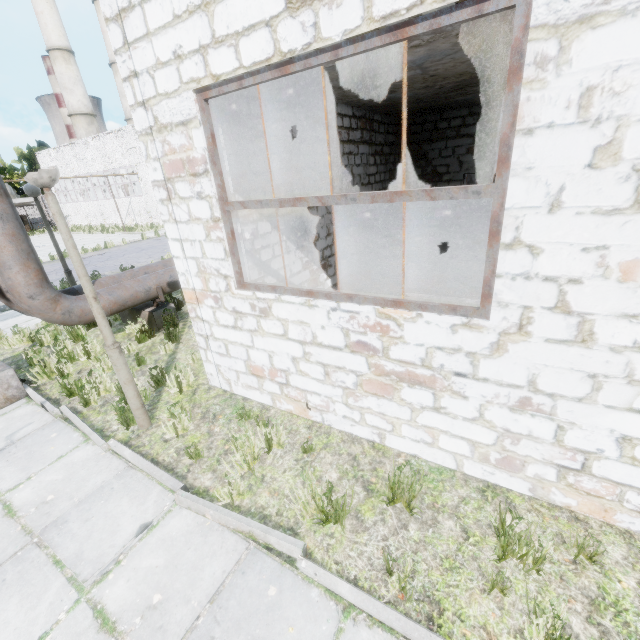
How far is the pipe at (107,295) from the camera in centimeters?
661cm

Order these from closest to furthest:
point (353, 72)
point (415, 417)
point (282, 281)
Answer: point (415, 417) < point (353, 72) < point (282, 281)

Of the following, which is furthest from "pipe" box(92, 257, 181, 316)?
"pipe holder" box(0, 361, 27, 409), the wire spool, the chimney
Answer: the chimney

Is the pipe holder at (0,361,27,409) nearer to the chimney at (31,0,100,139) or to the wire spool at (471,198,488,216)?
the wire spool at (471,198,488,216)

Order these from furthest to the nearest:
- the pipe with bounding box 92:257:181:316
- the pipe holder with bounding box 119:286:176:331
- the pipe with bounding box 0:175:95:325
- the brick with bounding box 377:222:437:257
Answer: the brick with bounding box 377:222:437:257, the pipe holder with bounding box 119:286:176:331, the pipe with bounding box 92:257:181:316, the pipe with bounding box 0:175:95:325

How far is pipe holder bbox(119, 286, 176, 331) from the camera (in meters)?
7.44

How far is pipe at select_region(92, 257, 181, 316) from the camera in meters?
6.6 m

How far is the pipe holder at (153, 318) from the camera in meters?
7.4
